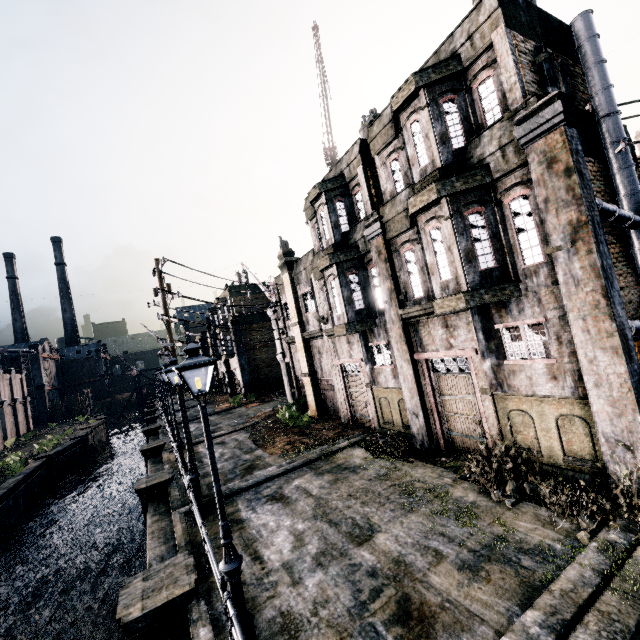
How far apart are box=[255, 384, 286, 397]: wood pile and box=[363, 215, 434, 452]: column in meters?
25.5 m

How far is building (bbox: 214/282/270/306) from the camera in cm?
3966

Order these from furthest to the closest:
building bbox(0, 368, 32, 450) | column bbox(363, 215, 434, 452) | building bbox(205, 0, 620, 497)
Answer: building bbox(0, 368, 32, 450) → column bbox(363, 215, 434, 452) → building bbox(205, 0, 620, 497)

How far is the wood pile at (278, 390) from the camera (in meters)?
36.50

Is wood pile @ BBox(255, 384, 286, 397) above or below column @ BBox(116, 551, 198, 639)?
above

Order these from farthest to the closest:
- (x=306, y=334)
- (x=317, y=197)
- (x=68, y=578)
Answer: (x=306, y=334)
(x=68, y=578)
(x=317, y=197)

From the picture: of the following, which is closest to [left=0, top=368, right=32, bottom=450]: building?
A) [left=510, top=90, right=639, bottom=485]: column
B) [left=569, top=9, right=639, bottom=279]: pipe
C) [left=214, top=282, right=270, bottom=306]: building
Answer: [left=214, top=282, right=270, bottom=306]: building

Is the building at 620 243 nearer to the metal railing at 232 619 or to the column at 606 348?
the column at 606 348
